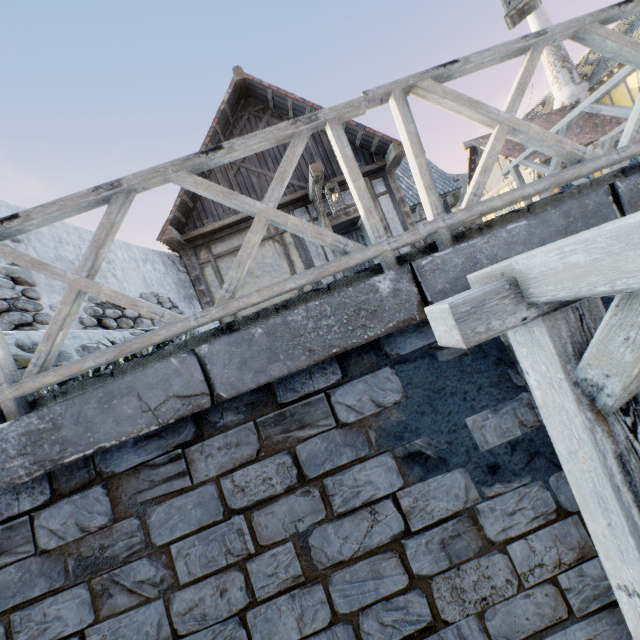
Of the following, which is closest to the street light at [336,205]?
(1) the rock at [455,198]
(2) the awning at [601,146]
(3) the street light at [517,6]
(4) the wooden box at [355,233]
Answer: (3) the street light at [517,6]

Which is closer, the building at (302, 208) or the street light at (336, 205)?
the street light at (336, 205)

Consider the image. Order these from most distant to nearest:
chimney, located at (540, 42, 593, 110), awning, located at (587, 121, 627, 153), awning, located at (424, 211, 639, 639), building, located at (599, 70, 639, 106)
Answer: chimney, located at (540, 42, 593, 110)
building, located at (599, 70, 639, 106)
awning, located at (587, 121, 627, 153)
awning, located at (424, 211, 639, 639)

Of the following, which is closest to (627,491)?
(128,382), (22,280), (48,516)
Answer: (128,382)

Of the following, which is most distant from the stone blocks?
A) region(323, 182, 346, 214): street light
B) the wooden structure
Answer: region(323, 182, 346, 214): street light

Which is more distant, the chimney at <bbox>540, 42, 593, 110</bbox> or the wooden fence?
the chimney at <bbox>540, 42, 593, 110</bbox>

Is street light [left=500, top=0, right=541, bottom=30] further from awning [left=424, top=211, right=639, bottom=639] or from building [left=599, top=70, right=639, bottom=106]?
building [left=599, top=70, right=639, bottom=106]

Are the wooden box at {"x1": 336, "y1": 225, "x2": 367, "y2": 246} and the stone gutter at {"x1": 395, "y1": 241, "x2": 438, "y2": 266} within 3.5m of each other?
no
